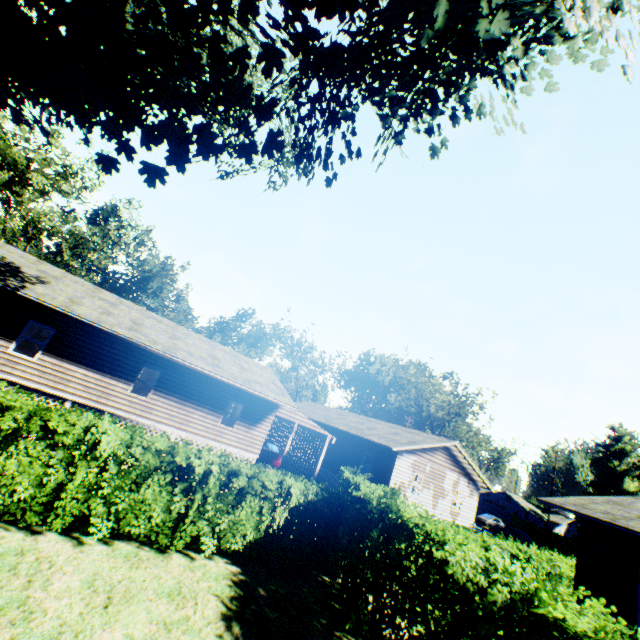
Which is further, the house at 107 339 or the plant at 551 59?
the house at 107 339

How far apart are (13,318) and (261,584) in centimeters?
1505cm

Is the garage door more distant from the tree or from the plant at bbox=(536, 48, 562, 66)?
the tree

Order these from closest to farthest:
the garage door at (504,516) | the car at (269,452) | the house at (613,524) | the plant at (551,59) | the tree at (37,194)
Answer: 1. the plant at (551,59)
2. the house at (613,524)
3. the car at (269,452)
4. the tree at (37,194)
5. the garage door at (504,516)

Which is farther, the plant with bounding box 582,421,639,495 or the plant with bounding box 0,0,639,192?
the plant with bounding box 582,421,639,495

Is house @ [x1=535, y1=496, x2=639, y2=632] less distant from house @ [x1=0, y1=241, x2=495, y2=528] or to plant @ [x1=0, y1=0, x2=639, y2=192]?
plant @ [x1=0, y1=0, x2=639, y2=192]

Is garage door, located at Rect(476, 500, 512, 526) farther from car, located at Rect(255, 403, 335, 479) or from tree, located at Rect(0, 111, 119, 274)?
tree, located at Rect(0, 111, 119, 274)

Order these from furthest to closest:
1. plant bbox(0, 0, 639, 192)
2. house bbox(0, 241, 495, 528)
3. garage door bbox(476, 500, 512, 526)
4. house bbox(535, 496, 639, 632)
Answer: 1. garage door bbox(476, 500, 512, 526)
2. house bbox(0, 241, 495, 528)
3. house bbox(535, 496, 639, 632)
4. plant bbox(0, 0, 639, 192)
